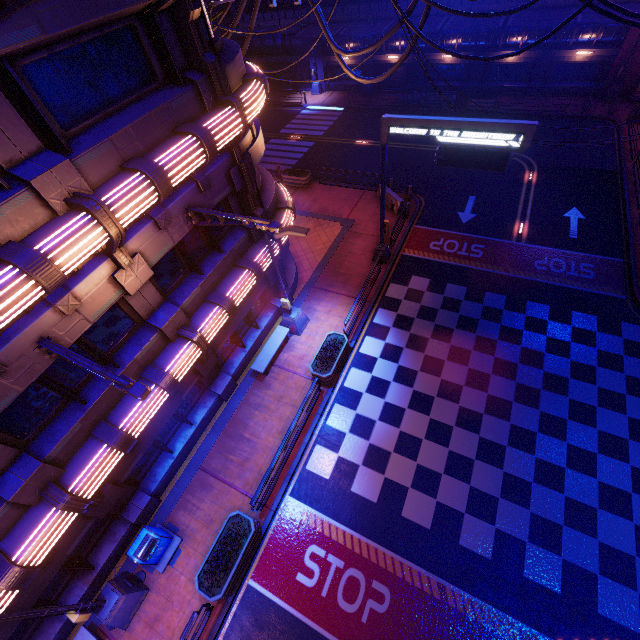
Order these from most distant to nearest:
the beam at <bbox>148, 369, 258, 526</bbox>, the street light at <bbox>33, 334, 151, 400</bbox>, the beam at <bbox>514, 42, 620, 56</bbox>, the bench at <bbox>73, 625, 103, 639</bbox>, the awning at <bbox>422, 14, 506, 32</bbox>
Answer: the beam at <bbox>514, 42, 620, 56</bbox>, the awning at <bbox>422, 14, 506, 32</bbox>, the beam at <bbox>148, 369, 258, 526</bbox>, the bench at <bbox>73, 625, 103, 639</bbox>, the street light at <bbox>33, 334, 151, 400</bbox>

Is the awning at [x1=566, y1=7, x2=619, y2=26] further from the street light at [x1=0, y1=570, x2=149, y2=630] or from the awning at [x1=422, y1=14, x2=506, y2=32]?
the street light at [x1=0, y1=570, x2=149, y2=630]

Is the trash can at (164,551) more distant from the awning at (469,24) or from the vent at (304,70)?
the vent at (304,70)

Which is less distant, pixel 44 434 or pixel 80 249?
pixel 80 249

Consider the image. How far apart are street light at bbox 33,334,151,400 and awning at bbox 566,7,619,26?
31.84m

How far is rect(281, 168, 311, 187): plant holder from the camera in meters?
23.1

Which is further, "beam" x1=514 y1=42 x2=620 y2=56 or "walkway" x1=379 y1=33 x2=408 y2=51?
"walkway" x1=379 y1=33 x2=408 y2=51

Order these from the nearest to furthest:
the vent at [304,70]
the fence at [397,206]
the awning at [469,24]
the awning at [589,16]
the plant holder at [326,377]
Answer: the plant holder at [326,377]
the fence at [397,206]
the awning at [589,16]
the awning at [469,24]
the vent at [304,70]
